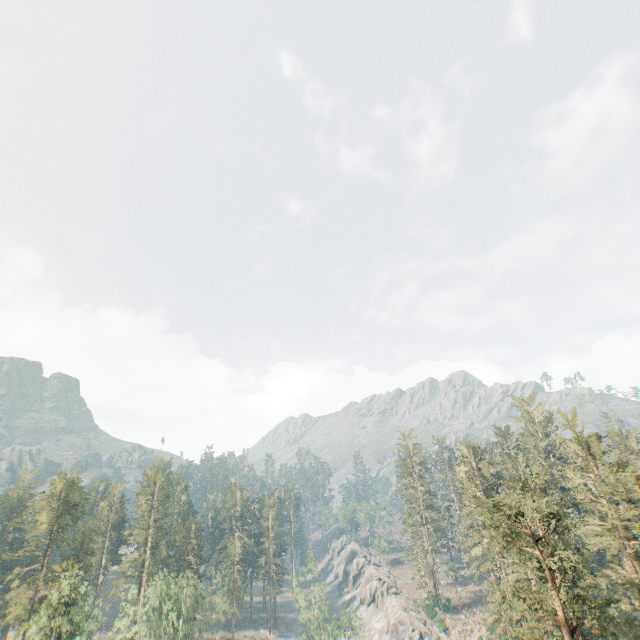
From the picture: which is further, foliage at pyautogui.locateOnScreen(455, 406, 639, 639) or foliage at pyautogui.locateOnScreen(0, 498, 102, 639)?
foliage at pyautogui.locateOnScreen(0, 498, 102, 639)

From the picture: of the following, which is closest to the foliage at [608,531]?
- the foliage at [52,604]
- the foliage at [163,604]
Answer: the foliage at [163,604]

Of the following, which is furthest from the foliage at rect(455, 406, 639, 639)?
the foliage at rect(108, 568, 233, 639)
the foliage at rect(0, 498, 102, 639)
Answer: the foliage at rect(0, 498, 102, 639)

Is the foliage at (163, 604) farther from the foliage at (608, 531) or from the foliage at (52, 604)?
the foliage at (52, 604)

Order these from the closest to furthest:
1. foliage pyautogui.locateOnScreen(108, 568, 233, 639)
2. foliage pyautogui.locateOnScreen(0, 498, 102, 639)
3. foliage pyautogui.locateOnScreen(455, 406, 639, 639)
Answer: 1. foliage pyautogui.locateOnScreen(455, 406, 639, 639)
2. foliage pyautogui.locateOnScreen(0, 498, 102, 639)
3. foliage pyautogui.locateOnScreen(108, 568, 233, 639)

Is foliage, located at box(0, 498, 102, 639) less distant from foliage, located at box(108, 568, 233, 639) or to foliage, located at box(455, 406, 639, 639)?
foliage, located at box(108, 568, 233, 639)

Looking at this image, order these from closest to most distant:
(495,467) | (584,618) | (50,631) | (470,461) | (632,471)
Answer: (632,471) < (584,618) < (50,631) < (495,467) < (470,461)
